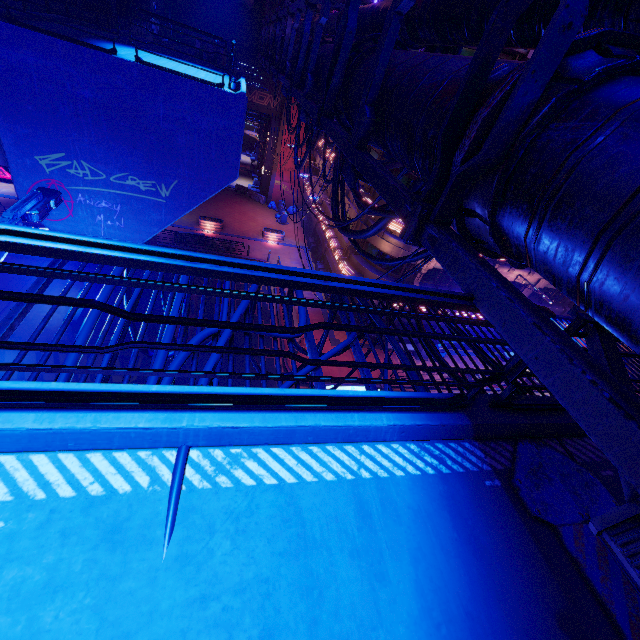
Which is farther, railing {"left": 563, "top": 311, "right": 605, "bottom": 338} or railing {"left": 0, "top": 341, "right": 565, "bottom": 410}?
railing {"left": 563, "top": 311, "right": 605, "bottom": 338}

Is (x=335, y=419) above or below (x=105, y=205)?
above

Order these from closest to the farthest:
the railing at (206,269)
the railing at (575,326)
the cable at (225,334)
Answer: the railing at (206,269)
the railing at (575,326)
the cable at (225,334)

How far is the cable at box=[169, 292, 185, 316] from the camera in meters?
3.4

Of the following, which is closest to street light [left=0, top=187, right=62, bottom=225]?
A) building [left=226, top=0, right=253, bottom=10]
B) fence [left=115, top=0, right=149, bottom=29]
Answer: fence [left=115, top=0, right=149, bottom=29]

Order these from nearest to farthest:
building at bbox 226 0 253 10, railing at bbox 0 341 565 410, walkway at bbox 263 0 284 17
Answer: railing at bbox 0 341 565 410
walkway at bbox 263 0 284 17
building at bbox 226 0 253 10

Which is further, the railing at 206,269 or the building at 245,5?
the building at 245,5

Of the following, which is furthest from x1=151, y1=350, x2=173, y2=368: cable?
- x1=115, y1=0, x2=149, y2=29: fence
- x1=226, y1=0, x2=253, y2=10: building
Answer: x1=226, y1=0, x2=253, y2=10: building
